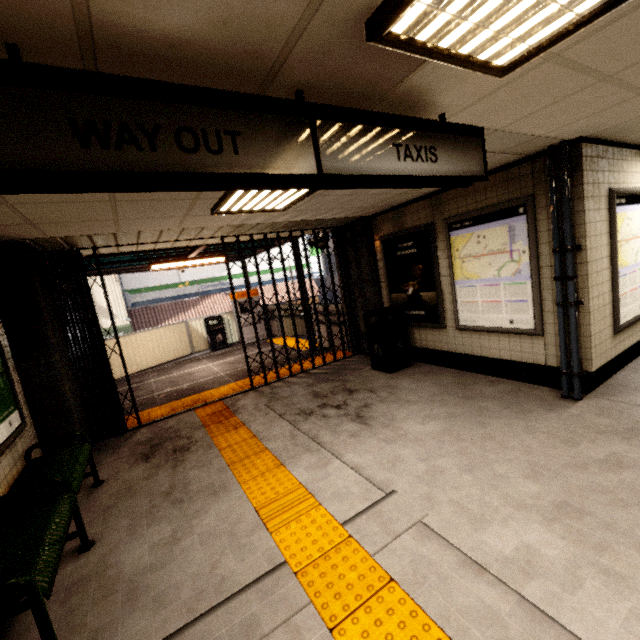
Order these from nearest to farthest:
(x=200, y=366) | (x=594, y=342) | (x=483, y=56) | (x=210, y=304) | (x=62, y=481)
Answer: (x=483, y=56) < (x=62, y=481) < (x=594, y=342) < (x=200, y=366) < (x=210, y=304)

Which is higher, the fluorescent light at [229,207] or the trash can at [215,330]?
the fluorescent light at [229,207]

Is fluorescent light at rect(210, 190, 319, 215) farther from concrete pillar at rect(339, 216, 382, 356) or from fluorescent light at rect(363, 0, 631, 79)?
concrete pillar at rect(339, 216, 382, 356)

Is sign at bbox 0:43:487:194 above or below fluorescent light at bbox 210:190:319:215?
below

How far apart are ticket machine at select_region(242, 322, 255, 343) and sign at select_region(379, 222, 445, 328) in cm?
628

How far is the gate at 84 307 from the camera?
4.80m

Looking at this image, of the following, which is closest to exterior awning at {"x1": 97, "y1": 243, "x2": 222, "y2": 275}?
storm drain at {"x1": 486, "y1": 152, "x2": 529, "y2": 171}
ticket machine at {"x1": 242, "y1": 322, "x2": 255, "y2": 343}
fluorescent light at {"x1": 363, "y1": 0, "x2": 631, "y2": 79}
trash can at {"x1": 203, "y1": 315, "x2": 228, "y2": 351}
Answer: ticket machine at {"x1": 242, "y1": 322, "x2": 255, "y2": 343}

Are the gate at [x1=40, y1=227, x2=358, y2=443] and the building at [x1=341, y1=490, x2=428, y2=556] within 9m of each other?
yes
